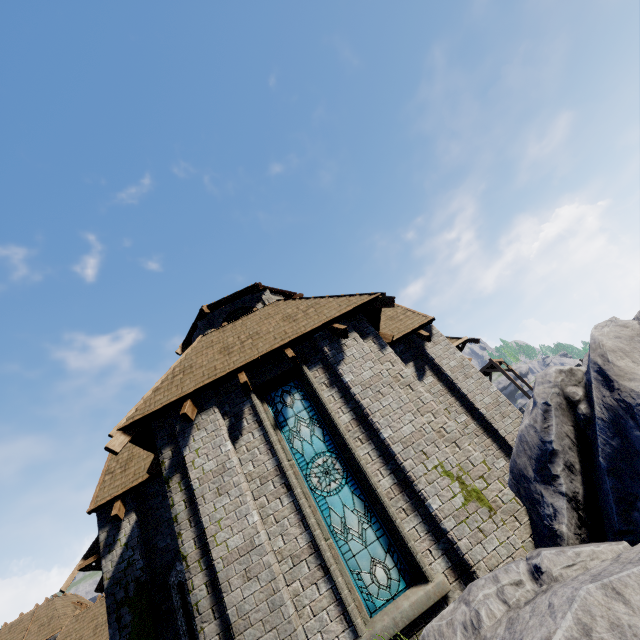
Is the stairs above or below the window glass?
above

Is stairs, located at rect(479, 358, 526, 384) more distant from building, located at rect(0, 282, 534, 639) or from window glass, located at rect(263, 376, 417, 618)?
window glass, located at rect(263, 376, 417, 618)

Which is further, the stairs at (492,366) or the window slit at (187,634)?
the stairs at (492,366)

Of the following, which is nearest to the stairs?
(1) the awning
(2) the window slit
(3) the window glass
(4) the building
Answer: (4) the building

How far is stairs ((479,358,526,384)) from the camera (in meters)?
30.80

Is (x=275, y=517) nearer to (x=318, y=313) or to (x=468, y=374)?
(x=318, y=313)

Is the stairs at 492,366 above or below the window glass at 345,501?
above

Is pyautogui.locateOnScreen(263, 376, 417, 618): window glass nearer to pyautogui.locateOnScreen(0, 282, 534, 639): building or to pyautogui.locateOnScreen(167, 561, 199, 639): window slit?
pyautogui.locateOnScreen(0, 282, 534, 639): building
